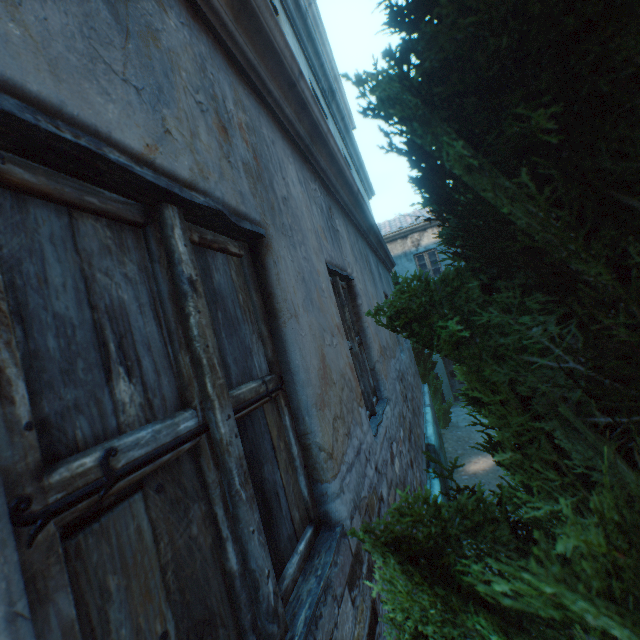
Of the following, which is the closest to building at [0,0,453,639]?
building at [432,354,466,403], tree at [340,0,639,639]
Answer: tree at [340,0,639,639]

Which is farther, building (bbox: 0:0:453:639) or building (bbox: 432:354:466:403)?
building (bbox: 432:354:466:403)

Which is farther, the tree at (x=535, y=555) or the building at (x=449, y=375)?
the building at (x=449, y=375)

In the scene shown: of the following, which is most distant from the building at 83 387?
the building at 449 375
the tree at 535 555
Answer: the building at 449 375

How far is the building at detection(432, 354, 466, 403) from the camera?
14.22m

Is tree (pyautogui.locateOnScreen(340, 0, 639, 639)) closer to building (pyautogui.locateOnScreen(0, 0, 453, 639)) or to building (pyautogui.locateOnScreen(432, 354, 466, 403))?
building (pyautogui.locateOnScreen(432, 354, 466, 403))

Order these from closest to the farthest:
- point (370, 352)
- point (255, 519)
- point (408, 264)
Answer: point (255, 519) → point (370, 352) → point (408, 264)

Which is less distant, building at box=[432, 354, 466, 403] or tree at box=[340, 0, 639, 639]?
tree at box=[340, 0, 639, 639]
